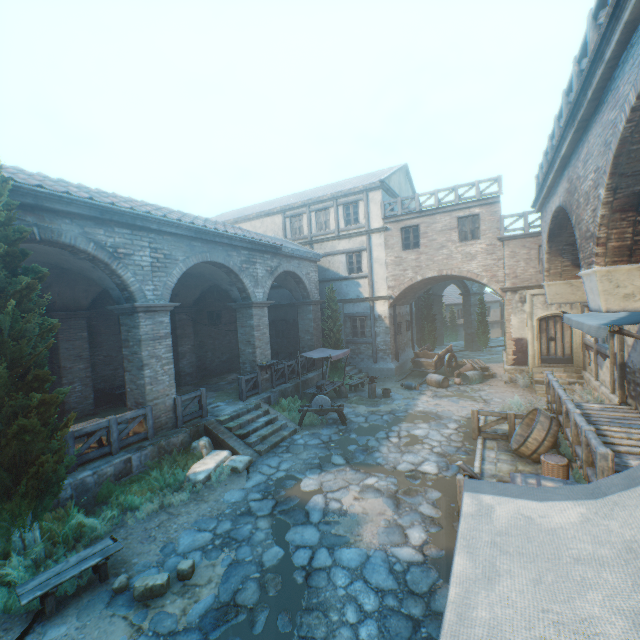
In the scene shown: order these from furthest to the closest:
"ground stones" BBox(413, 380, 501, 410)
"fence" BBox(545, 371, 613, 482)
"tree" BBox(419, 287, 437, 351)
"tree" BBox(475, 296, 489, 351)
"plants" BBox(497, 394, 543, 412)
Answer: "tree" BBox(475, 296, 489, 351)
"tree" BBox(419, 287, 437, 351)
"ground stones" BBox(413, 380, 501, 410)
"plants" BBox(497, 394, 543, 412)
"fence" BBox(545, 371, 613, 482)

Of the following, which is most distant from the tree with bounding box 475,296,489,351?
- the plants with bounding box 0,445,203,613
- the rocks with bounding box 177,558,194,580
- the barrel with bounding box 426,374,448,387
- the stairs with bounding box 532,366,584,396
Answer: the stairs with bounding box 532,366,584,396

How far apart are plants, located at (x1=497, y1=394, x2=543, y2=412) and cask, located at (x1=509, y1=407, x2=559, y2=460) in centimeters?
228cm

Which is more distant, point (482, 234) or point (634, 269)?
point (482, 234)

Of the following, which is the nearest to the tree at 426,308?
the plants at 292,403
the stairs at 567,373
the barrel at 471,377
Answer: the plants at 292,403

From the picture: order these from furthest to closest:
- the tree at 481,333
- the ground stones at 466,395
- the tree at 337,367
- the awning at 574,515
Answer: the tree at 481,333
the tree at 337,367
the ground stones at 466,395
the awning at 574,515

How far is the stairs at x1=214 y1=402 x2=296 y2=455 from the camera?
10.4m

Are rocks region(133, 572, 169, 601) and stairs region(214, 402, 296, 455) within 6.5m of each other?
yes
